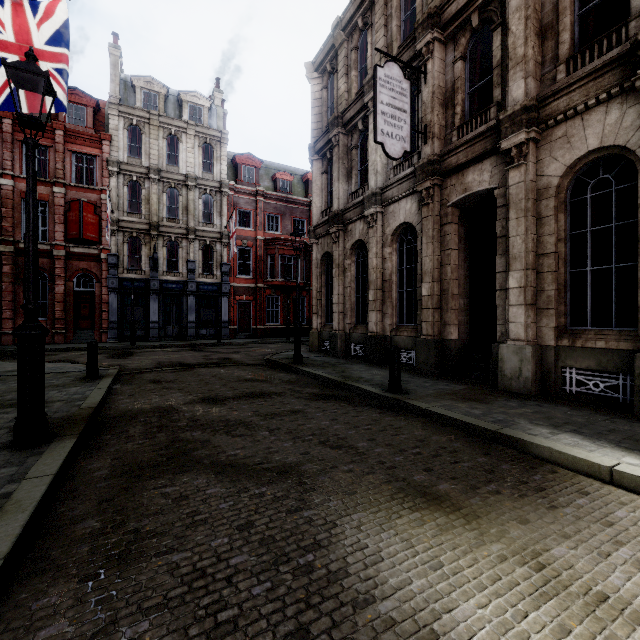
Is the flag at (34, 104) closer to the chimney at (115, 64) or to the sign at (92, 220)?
the sign at (92, 220)

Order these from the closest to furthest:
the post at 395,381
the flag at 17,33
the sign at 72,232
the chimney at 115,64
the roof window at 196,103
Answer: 1. the post at 395,381
2. the flag at 17,33
3. the sign at 72,232
4. the chimney at 115,64
5. the roof window at 196,103

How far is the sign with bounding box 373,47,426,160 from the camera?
8.21m

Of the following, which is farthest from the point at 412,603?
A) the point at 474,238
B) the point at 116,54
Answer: the point at 116,54

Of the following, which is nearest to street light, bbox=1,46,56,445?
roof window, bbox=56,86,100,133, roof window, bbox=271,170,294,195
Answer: roof window, bbox=56,86,100,133

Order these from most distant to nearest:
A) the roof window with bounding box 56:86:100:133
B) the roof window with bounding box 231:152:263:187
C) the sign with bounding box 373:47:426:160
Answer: the roof window with bounding box 231:152:263:187 < the roof window with bounding box 56:86:100:133 < the sign with bounding box 373:47:426:160

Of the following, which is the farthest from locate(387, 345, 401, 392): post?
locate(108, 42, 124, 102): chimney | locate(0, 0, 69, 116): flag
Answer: locate(108, 42, 124, 102): chimney

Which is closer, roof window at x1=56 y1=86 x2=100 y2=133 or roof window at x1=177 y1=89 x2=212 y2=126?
roof window at x1=56 y1=86 x2=100 y2=133
